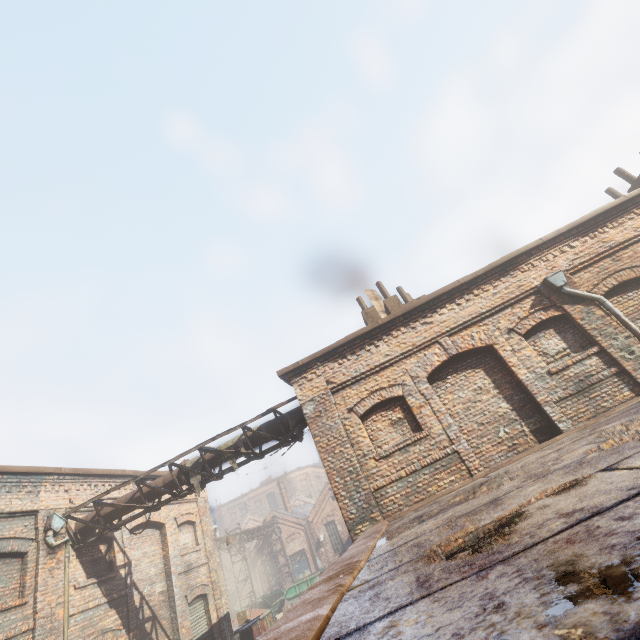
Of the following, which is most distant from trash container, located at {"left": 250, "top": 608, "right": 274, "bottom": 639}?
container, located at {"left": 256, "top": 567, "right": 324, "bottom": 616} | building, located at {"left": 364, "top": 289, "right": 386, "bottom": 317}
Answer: building, located at {"left": 364, "top": 289, "right": 386, "bottom": 317}

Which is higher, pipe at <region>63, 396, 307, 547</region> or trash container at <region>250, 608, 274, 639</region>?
pipe at <region>63, 396, 307, 547</region>

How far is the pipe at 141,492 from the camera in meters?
9.1

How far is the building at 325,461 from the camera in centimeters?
720cm

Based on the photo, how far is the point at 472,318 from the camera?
8.5 meters

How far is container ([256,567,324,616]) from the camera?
25.4 meters

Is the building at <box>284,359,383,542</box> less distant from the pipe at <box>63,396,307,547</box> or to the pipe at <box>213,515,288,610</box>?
the pipe at <box>63,396,307,547</box>

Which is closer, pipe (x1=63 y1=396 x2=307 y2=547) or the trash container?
pipe (x1=63 y1=396 x2=307 y2=547)
